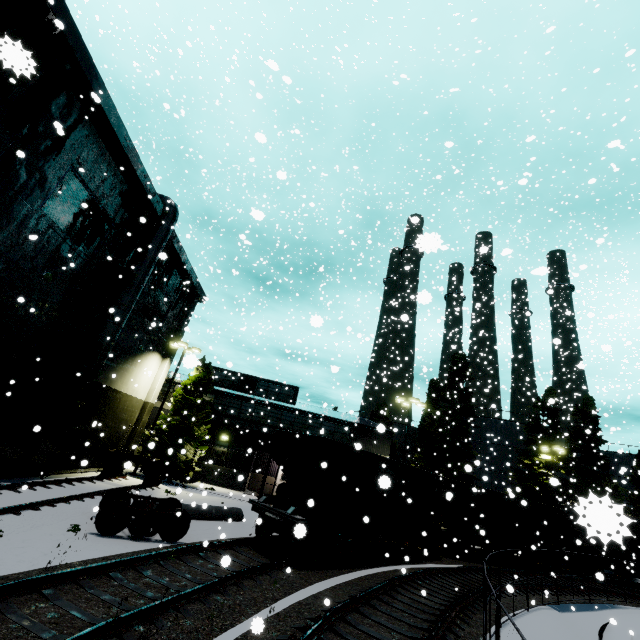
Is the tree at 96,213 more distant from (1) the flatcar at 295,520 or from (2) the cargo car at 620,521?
(1) the flatcar at 295,520

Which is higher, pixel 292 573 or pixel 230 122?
pixel 230 122

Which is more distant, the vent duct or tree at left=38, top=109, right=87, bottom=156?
the vent duct

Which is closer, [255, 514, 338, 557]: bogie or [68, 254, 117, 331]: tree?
[255, 514, 338, 557]: bogie

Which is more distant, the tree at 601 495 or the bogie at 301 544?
the tree at 601 495

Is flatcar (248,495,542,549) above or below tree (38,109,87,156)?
below

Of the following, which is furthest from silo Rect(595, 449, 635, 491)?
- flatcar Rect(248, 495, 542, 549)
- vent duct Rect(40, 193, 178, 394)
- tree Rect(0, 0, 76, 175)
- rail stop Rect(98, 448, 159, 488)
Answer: rail stop Rect(98, 448, 159, 488)

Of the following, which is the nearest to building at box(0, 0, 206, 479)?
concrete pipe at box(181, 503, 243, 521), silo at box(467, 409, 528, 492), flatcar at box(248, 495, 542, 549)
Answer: silo at box(467, 409, 528, 492)
